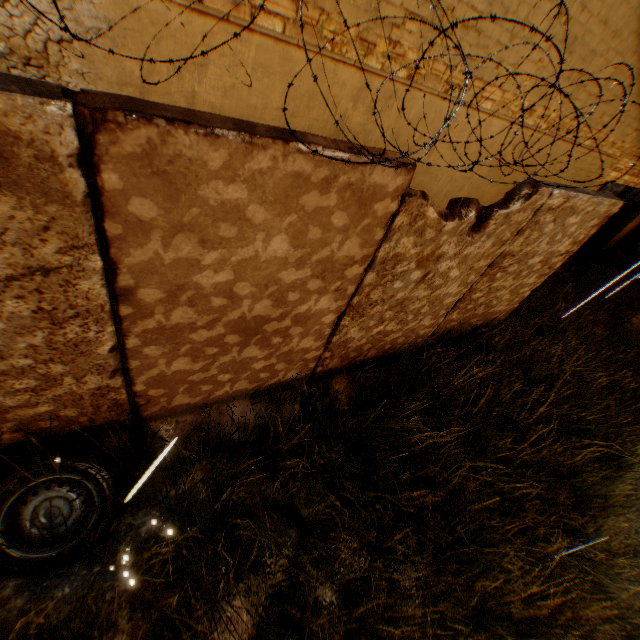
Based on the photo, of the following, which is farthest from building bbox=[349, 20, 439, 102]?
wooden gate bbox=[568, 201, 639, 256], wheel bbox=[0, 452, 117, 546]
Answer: wheel bbox=[0, 452, 117, 546]

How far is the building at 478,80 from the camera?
4.23m

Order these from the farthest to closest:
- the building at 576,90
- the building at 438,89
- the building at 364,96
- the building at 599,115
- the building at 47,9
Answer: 1. the building at 599,115
2. the building at 576,90
3. the building at 438,89
4. the building at 364,96
5. the building at 47,9

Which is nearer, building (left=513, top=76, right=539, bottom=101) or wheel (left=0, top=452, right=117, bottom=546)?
wheel (left=0, top=452, right=117, bottom=546)

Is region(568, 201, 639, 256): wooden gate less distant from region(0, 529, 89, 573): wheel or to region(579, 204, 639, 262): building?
region(579, 204, 639, 262): building

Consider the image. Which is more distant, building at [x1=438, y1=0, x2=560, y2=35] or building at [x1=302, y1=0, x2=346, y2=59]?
building at [x1=438, y1=0, x2=560, y2=35]

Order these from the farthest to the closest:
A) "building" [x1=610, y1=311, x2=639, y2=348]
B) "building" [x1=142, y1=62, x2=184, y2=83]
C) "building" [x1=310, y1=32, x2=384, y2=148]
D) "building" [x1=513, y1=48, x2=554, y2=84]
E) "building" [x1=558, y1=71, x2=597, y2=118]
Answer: "building" [x1=610, y1=311, x2=639, y2=348]
"building" [x1=558, y1=71, x2=597, y2=118]
"building" [x1=513, y1=48, x2=554, y2=84]
"building" [x1=310, y1=32, x2=384, y2=148]
"building" [x1=142, y1=62, x2=184, y2=83]

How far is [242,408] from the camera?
3.9 meters
